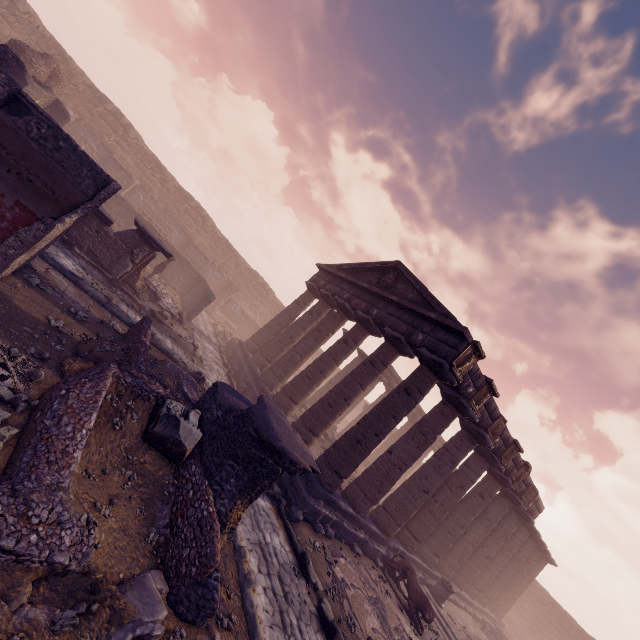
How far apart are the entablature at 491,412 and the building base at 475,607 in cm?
529

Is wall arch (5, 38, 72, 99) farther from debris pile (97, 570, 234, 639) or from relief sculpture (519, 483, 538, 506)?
relief sculpture (519, 483, 538, 506)

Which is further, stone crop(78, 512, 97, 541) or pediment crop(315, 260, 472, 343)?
pediment crop(315, 260, 472, 343)

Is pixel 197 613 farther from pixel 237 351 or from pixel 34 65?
pixel 34 65

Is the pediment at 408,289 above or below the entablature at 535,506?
above

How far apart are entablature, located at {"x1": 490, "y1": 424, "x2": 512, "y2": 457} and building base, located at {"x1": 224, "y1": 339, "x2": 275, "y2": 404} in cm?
529

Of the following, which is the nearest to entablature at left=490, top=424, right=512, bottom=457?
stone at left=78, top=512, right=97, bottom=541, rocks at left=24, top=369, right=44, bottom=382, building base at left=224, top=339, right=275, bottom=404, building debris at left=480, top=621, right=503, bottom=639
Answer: building base at left=224, top=339, right=275, bottom=404

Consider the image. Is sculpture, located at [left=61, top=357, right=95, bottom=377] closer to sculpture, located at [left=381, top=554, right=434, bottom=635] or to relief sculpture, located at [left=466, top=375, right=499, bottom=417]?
relief sculpture, located at [left=466, top=375, right=499, bottom=417]
